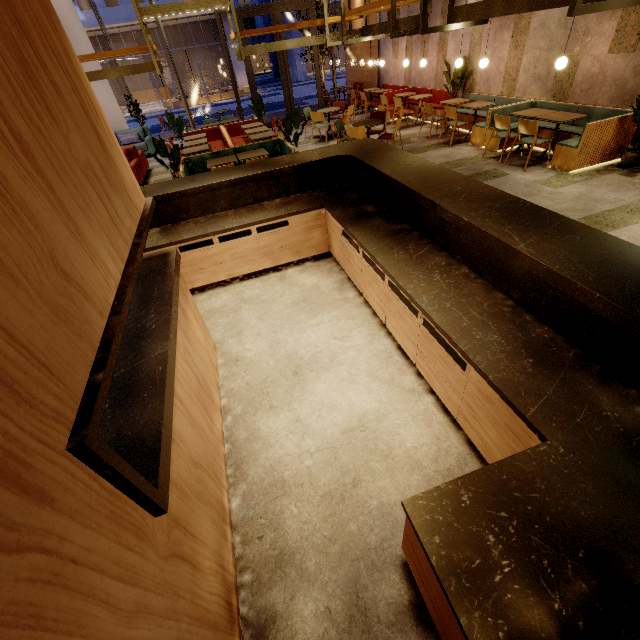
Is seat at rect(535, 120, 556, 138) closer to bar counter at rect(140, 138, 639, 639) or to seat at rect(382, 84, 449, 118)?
seat at rect(382, 84, 449, 118)

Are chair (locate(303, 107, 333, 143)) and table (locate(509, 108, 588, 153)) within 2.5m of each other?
no

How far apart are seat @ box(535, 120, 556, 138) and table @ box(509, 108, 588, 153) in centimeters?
18cm

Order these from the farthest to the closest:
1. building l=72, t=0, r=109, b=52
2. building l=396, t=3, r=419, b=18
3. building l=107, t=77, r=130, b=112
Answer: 1. building l=107, t=77, r=130, b=112
2. building l=72, t=0, r=109, b=52
3. building l=396, t=3, r=419, b=18

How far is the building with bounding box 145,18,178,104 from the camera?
29.6 meters

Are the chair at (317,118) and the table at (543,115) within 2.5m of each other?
no

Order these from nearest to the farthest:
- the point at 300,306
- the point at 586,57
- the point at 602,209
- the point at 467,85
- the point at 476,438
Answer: the point at 476,438 → the point at 300,306 → the point at 602,209 → the point at 586,57 → the point at 467,85

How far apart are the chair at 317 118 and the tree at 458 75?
2.6m
